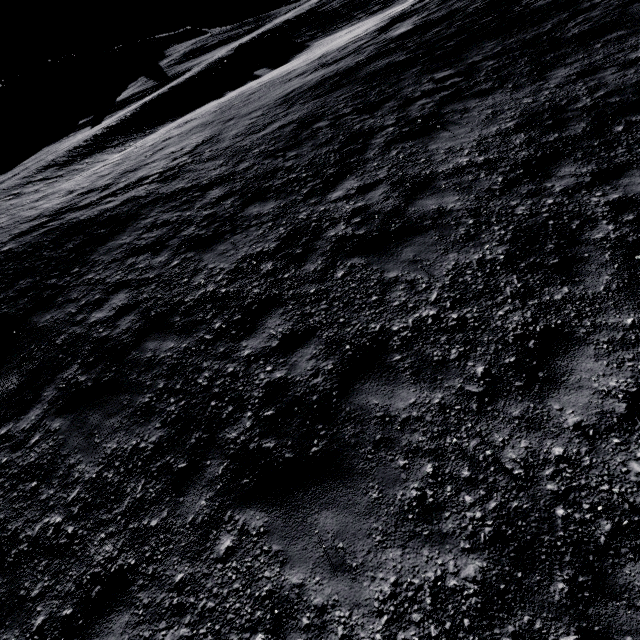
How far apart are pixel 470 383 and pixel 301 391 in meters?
2.1 m

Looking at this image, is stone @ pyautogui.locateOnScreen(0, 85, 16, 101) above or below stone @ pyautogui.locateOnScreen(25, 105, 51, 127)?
above

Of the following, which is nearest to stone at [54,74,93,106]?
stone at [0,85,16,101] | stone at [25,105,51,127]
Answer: stone at [25,105,51,127]

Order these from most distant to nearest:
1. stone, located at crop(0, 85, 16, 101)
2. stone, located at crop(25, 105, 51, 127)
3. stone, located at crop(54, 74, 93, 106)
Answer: stone, located at crop(0, 85, 16, 101) → stone, located at crop(54, 74, 93, 106) → stone, located at crop(25, 105, 51, 127)

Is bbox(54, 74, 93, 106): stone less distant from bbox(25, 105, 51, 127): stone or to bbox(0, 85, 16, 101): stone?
bbox(25, 105, 51, 127): stone

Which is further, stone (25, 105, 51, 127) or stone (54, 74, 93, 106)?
stone (54, 74, 93, 106)

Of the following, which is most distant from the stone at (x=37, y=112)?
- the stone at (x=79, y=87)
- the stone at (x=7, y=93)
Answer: the stone at (x=7, y=93)
